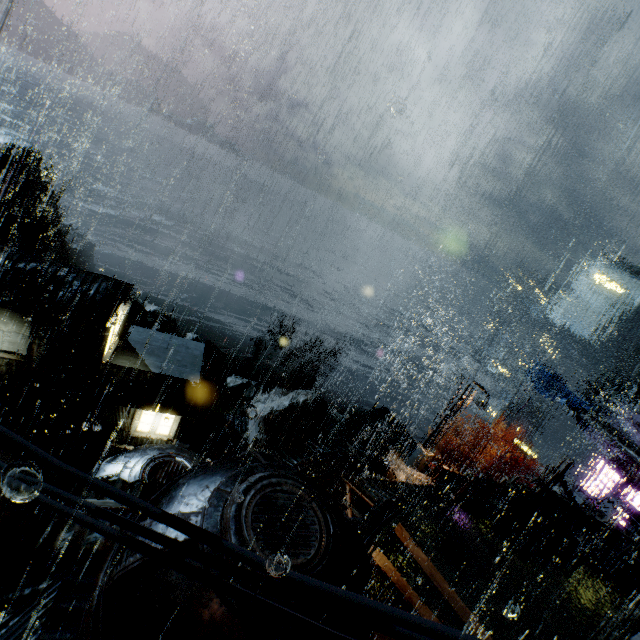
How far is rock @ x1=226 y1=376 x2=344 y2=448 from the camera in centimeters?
4772cm

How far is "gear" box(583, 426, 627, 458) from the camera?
33.8 meters

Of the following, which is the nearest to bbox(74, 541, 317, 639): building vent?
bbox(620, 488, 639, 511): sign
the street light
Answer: the street light

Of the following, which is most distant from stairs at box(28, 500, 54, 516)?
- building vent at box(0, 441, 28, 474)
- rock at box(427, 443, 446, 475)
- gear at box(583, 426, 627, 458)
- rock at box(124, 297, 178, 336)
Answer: gear at box(583, 426, 627, 458)

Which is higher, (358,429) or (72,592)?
(72,592)

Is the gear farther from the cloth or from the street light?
the street light

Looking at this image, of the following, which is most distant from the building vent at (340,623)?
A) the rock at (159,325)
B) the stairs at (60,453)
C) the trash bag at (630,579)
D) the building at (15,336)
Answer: the rock at (159,325)

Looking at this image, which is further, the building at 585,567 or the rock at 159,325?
the rock at 159,325
